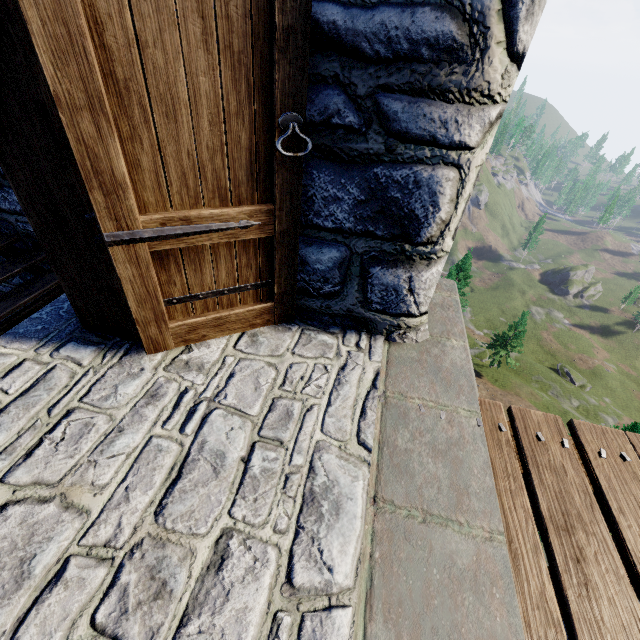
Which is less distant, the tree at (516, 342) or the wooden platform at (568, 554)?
the wooden platform at (568, 554)

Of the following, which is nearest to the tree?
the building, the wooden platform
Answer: the building

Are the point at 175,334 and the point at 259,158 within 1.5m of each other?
yes

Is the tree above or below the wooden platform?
below

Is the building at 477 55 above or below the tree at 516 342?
above

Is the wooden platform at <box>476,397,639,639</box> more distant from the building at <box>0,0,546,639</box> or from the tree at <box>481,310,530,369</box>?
the tree at <box>481,310,530,369</box>
